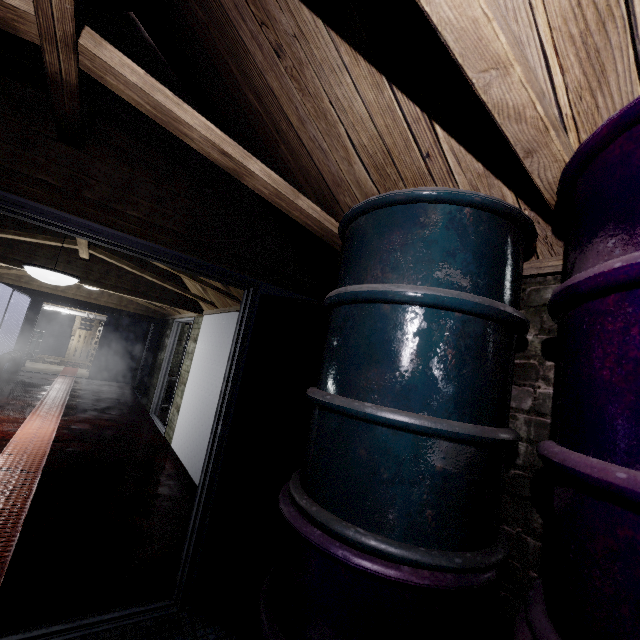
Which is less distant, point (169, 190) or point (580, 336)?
point (580, 336)

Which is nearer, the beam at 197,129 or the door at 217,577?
the beam at 197,129

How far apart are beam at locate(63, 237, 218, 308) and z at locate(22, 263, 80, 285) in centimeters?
48cm

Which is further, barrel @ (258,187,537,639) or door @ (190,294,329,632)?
door @ (190,294,329,632)

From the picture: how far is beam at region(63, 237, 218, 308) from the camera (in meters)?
3.48

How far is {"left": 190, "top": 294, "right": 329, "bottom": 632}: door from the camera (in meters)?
1.84

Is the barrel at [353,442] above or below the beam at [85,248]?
below

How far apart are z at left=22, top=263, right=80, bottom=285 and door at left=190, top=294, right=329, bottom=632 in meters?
0.8 m
